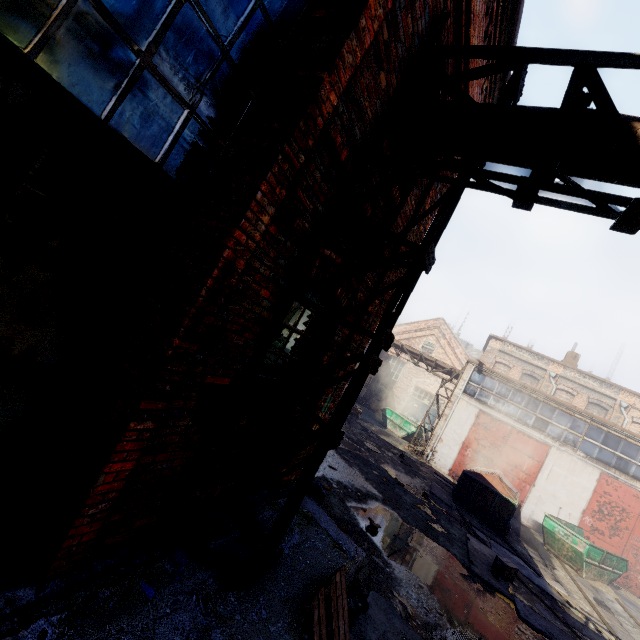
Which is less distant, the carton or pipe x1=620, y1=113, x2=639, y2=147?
pipe x1=620, y1=113, x2=639, y2=147

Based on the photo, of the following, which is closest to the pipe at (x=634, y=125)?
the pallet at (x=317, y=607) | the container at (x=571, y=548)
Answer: the pallet at (x=317, y=607)

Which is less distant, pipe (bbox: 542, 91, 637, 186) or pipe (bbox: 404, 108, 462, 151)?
pipe (bbox: 542, 91, 637, 186)

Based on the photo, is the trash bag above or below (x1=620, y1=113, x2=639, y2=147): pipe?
below

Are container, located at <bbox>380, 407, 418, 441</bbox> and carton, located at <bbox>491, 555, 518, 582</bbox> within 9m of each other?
no

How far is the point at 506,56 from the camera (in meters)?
2.93

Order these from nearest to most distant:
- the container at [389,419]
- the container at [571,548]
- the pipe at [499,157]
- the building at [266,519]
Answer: the pipe at [499,157]
the building at [266,519]
the container at [571,548]
the container at [389,419]

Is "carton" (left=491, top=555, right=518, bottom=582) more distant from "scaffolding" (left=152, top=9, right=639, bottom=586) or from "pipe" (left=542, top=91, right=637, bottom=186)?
"pipe" (left=542, top=91, right=637, bottom=186)
